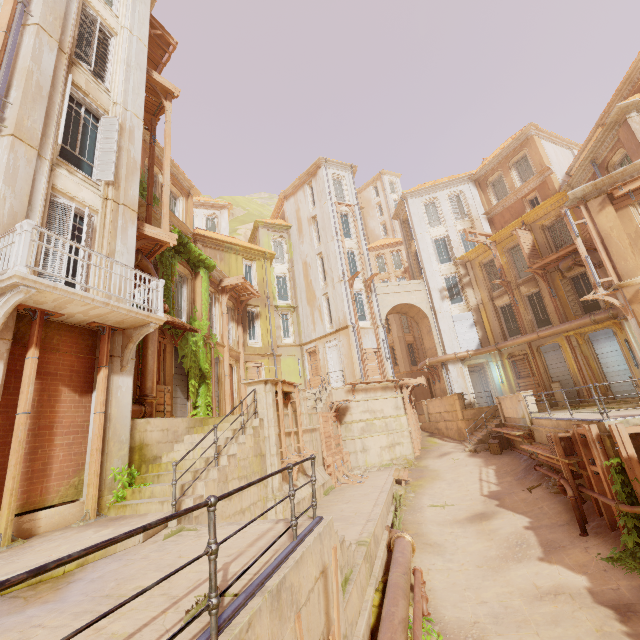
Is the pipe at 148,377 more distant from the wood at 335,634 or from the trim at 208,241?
the trim at 208,241

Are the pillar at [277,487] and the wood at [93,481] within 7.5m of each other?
yes

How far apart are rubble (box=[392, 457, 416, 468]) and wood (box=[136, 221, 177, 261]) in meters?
16.8

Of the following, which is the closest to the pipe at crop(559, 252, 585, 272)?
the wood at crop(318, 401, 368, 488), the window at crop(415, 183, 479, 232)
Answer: the window at crop(415, 183, 479, 232)

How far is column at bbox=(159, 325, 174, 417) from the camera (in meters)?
13.66

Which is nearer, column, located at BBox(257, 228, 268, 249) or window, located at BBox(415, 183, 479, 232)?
window, located at BBox(415, 183, 479, 232)

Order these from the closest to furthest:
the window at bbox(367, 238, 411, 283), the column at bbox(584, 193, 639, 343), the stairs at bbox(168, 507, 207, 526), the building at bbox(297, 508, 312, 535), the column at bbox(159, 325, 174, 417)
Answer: the building at bbox(297, 508, 312, 535) → the stairs at bbox(168, 507, 207, 526) → the column at bbox(584, 193, 639, 343) → the column at bbox(159, 325, 174, 417) → the window at bbox(367, 238, 411, 283)

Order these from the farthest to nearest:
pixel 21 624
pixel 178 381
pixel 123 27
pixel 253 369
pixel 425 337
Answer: pixel 425 337 < pixel 253 369 < pixel 178 381 < pixel 123 27 < pixel 21 624
